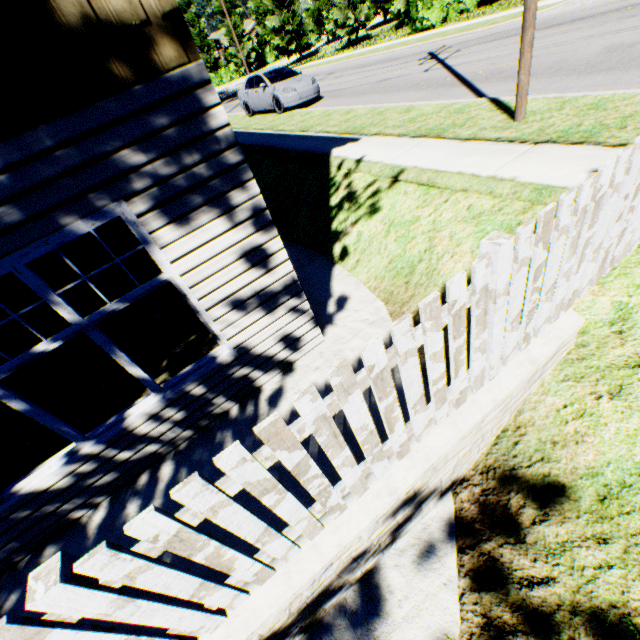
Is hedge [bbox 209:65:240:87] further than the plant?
Yes

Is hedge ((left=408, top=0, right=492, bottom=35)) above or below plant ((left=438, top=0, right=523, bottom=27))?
above

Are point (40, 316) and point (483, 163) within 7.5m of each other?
no

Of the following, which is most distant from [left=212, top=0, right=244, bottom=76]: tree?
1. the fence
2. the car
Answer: the fence

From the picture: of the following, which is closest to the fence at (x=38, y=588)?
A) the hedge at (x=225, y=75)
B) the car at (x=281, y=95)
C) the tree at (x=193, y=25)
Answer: the car at (x=281, y=95)

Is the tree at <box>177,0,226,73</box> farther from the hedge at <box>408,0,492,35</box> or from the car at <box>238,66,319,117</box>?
the car at <box>238,66,319,117</box>

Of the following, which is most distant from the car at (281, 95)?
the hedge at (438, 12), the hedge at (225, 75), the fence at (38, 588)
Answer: the hedge at (225, 75)

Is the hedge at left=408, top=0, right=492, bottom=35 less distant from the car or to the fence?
the car
